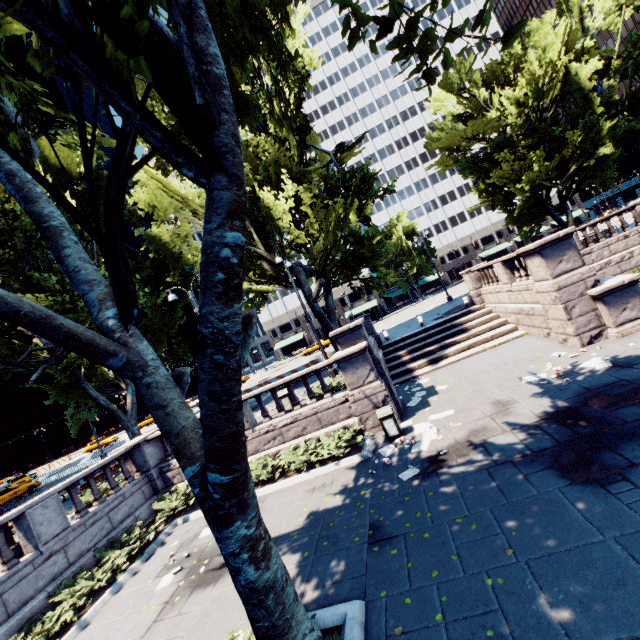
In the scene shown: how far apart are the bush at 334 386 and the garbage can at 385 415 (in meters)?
2.26

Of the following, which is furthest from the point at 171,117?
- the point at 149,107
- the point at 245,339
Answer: the point at 149,107

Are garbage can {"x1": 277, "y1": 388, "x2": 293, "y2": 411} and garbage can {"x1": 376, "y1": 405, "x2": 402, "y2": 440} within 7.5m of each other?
yes

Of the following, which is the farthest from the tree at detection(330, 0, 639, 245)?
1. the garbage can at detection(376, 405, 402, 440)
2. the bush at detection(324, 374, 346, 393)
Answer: the garbage can at detection(376, 405, 402, 440)

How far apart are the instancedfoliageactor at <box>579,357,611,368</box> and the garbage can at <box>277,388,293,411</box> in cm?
1027

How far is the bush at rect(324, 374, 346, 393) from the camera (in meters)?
13.09

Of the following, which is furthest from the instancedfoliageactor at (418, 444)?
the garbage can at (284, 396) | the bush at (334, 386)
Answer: the garbage can at (284, 396)

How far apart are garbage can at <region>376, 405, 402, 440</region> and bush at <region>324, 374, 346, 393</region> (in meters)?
2.26
